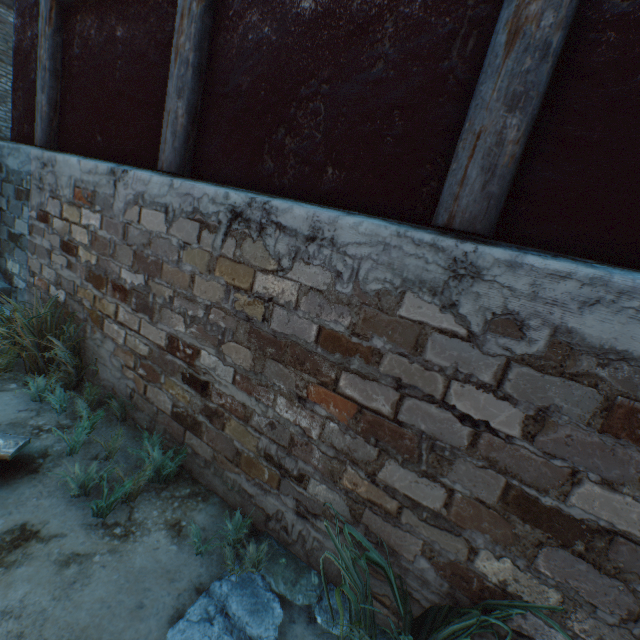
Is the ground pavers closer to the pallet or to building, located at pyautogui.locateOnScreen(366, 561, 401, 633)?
building, located at pyautogui.locateOnScreen(366, 561, 401, 633)

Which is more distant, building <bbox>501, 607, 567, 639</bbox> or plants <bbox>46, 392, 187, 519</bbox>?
plants <bbox>46, 392, 187, 519</bbox>

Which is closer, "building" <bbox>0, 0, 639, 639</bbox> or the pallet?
"building" <bbox>0, 0, 639, 639</bbox>

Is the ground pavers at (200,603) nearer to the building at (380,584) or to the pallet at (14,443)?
the building at (380,584)

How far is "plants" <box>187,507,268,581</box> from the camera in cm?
168

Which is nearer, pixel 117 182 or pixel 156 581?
pixel 156 581

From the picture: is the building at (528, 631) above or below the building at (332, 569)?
above
